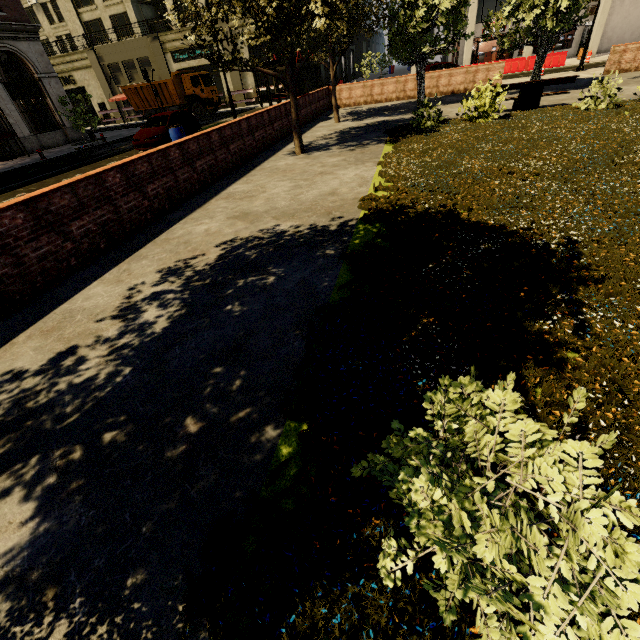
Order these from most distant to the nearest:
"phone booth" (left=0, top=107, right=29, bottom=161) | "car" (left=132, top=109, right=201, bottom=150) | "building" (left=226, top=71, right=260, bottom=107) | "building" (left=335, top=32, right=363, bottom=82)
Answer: "building" (left=335, top=32, right=363, bottom=82), "building" (left=226, top=71, right=260, bottom=107), "phone booth" (left=0, top=107, right=29, bottom=161), "car" (left=132, top=109, right=201, bottom=150)

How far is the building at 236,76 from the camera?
32.94m

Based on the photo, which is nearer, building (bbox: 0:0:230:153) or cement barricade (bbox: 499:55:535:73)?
building (bbox: 0:0:230:153)

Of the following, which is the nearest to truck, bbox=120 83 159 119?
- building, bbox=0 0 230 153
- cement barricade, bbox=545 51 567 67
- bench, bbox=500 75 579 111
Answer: building, bbox=0 0 230 153

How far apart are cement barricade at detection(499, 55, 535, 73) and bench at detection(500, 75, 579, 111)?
19.0m

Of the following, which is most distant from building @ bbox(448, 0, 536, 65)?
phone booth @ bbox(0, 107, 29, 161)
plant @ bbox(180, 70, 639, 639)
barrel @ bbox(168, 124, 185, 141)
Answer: plant @ bbox(180, 70, 639, 639)

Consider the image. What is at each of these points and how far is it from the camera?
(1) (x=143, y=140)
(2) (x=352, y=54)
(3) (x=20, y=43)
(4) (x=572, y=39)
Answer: (1) car, 14.7m
(2) building, 53.6m
(3) building, 21.6m
(4) building, 38.9m

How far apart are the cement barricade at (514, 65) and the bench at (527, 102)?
19.0m
